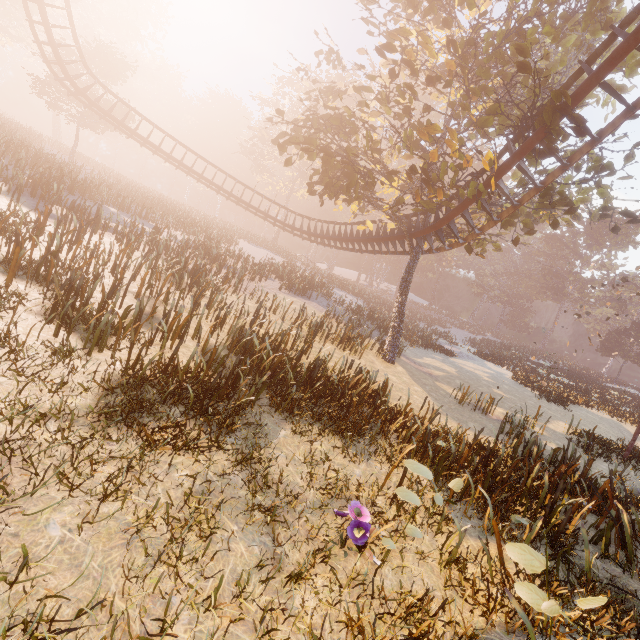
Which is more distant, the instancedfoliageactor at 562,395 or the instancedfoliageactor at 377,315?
the instancedfoliageactor at 562,395

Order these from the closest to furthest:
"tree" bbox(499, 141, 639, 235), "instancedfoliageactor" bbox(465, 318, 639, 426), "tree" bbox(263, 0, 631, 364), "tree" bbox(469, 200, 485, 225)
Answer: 1. "tree" bbox(263, 0, 631, 364)
2. "tree" bbox(499, 141, 639, 235)
3. "tree" bbox(469, 200, 485, 225)
4. "instancedfoliageactor" bbox(465, 318, 639, 426)

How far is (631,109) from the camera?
8.84m

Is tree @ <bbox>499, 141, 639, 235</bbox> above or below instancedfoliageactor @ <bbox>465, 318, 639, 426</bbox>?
above

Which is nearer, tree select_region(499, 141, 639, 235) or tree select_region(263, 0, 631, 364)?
tree select_region(263, 0, 631, 364)

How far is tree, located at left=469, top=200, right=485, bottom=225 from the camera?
11.83m

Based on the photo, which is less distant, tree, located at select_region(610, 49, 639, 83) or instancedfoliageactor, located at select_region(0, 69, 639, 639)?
instancedfoliageactor, located at select_region(0, 69, 639, 639)

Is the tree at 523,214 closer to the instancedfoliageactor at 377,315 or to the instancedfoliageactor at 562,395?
the instancedfoliageactor at 377,315
